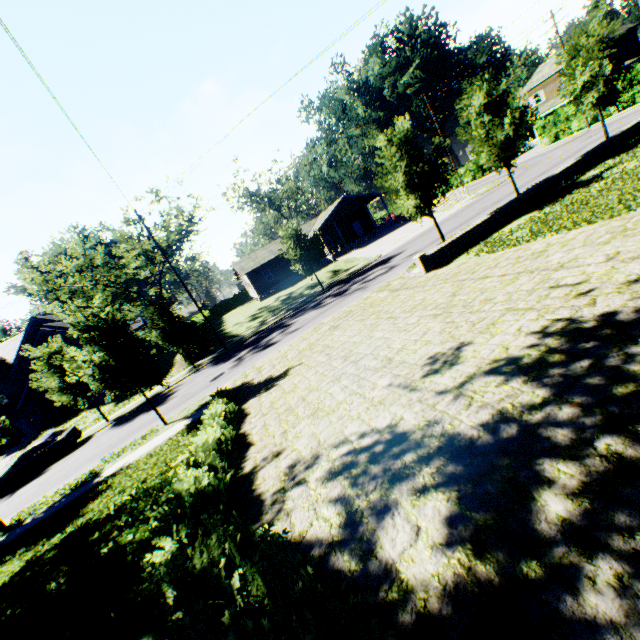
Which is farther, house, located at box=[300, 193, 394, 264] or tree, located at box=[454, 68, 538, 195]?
house, located at box=[300, 193, 394, 264]

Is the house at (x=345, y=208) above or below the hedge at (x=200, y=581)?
above

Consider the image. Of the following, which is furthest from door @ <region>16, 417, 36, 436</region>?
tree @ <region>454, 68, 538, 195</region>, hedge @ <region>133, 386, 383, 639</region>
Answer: hedge @ <region>133, 386, 383, 639</region>

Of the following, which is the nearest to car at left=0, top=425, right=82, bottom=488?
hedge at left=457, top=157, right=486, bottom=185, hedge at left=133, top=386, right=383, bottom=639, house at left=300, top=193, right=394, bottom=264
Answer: hedge at left=133, top=386, right=383, bottom=639

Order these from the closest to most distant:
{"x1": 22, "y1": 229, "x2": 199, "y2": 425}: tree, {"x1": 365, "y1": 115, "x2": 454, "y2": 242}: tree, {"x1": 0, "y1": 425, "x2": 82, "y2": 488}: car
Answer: {"x1": 22, "y1": 229, "x2": 199, "y2": 425}: tree → {"x1": 365, "y1": 115, "x2": 454, "y2": 242}: tree → {"x1": 0, "y1": 425, "x2": 82, "y2": 488}: car

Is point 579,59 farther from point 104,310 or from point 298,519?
point 104,310

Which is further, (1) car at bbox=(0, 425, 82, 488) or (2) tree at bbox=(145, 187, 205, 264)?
(2) tree at bbox=(145, 187, 205, 264)

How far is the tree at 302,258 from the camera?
25.5m
